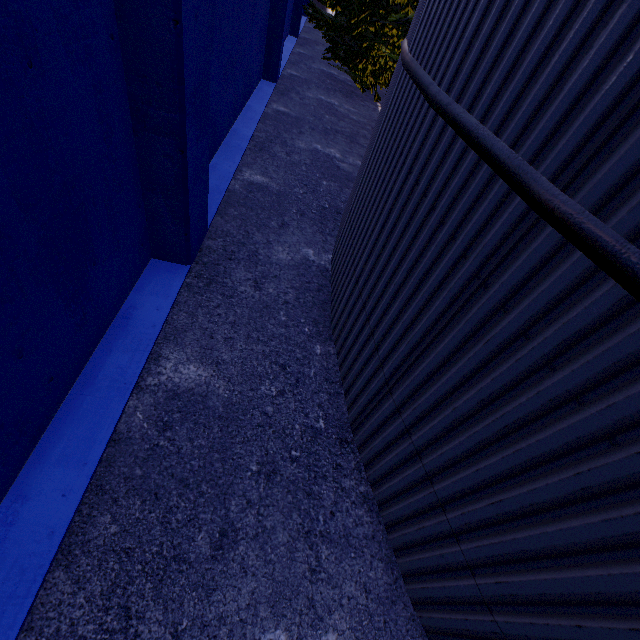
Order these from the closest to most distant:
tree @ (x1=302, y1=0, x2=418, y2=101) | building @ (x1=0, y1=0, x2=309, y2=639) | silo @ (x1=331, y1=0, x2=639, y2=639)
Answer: silo @ (x1=331, y1=0, x2=639, y2=639), building @ (x1=0, y1=0, x2=309, y2=639), tree @ (x1=302, y1=0, x2=418, y2=101)

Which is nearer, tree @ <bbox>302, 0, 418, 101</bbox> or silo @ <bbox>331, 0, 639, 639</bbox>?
silo @ <bbox>331, 0, 639, 639</bbox>

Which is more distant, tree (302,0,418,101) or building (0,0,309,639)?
tree (302,0,418,101)

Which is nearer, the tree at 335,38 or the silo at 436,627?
the silo at 436,627

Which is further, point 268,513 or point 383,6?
point 383,6

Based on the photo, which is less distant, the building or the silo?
the silo

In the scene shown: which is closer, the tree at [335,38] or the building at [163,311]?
the building at [163,311]
